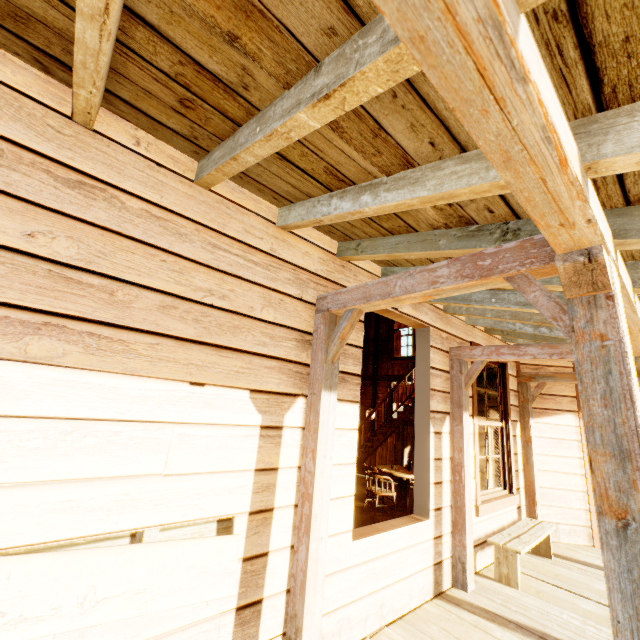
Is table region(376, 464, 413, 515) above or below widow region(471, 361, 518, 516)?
below

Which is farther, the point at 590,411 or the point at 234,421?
the point at 234,421

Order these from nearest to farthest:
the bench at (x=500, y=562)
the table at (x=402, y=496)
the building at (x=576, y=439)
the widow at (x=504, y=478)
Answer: the building at (x=576, y=439) < the bench at (x=500, y=562) < the widow at (x=504, y=478) < the table at (x=402, y=496)

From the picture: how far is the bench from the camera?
3.8 meters

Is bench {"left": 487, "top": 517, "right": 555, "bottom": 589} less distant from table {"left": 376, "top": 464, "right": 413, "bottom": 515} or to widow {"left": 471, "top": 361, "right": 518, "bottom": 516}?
widow {"left": 471, "top": 361, "right": 518, "bottom": 516}

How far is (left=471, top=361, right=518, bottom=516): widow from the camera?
4.45m

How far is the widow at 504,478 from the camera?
4.45m

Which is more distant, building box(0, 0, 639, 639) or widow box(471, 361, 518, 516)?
widow box(471, 361, 518, 516)
